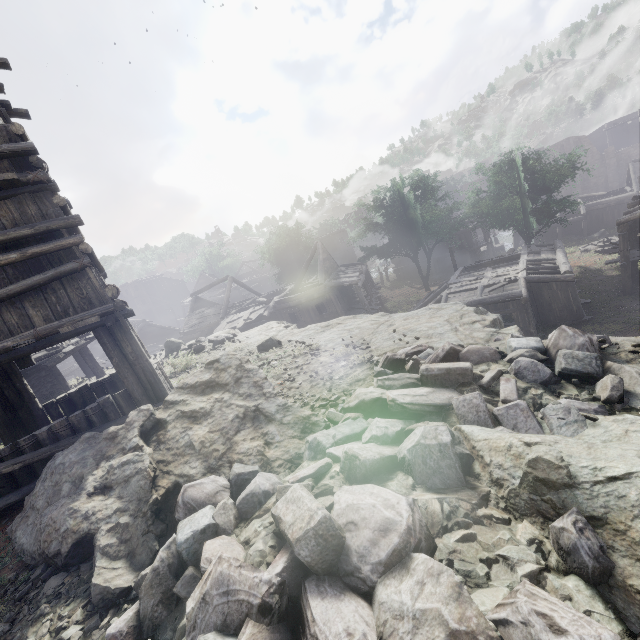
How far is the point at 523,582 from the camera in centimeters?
195cm

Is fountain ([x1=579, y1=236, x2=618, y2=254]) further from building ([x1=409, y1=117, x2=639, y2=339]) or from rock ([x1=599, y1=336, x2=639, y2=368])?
rock ([x1=599, y1=336, x2=639, y2=368])

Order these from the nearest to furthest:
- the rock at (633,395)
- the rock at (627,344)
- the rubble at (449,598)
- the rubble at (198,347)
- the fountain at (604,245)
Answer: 1. the rubble at (449,598)
2. the rock at (633,395)
3. the rock at (627,344)
4. the rubble at (198,347)
5. the fountain at (604,245)

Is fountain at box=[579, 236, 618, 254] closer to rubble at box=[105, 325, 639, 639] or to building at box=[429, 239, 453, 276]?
building at box=[429, 239, 453, 276]

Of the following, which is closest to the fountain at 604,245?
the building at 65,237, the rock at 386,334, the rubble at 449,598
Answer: the building at 65,237

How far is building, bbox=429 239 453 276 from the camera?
41.12m

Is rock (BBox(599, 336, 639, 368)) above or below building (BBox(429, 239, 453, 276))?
above

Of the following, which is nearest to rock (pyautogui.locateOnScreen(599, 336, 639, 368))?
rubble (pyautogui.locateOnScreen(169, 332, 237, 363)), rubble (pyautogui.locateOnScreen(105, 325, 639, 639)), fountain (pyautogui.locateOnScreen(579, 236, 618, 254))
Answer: rubble (pyautogui.locateOnScreen(105, 325, 639, 639))
